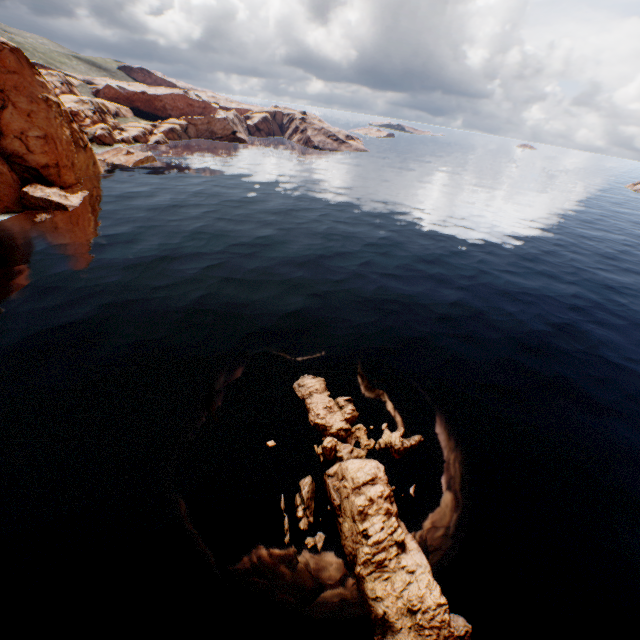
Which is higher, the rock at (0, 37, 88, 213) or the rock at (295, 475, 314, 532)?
the rock at (0, 37, 88, 213)

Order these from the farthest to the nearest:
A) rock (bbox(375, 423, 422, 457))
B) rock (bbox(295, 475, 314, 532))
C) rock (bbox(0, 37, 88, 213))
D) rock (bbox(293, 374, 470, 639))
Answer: rock (bbox(0, 37, 88, 213)) → rock (bbox(375, 423, 422, 457)) → rock (bbox(295, 475, 314, 532)) → rock (bbox(293, 374, 470, 639))

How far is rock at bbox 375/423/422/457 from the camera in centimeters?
2067cm

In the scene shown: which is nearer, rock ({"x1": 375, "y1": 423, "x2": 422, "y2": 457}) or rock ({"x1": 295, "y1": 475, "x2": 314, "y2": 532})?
rock ({"x1": 295, "y1": 475, "x2": 314, "y2": 532})

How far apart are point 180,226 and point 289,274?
20.3 meters

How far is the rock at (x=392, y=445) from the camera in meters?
20.7 m

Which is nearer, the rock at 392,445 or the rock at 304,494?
the rock at 304,494
